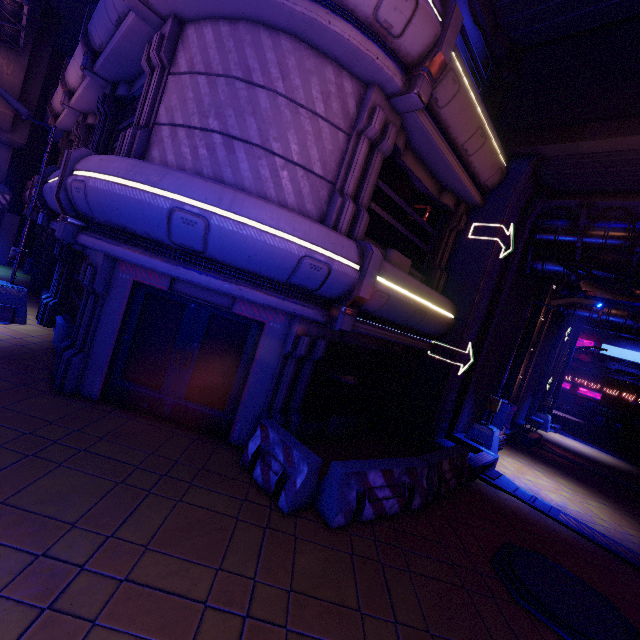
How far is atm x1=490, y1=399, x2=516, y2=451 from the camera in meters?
12.1

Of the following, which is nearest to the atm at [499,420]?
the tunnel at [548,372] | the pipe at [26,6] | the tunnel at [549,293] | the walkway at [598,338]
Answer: the tunnel at [549,293]

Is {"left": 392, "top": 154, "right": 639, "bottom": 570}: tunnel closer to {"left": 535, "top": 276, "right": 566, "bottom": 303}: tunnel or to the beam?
the beam

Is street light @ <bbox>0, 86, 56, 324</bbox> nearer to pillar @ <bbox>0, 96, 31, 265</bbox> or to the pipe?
the pipe

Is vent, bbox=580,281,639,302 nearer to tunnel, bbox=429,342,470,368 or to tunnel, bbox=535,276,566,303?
tunnel, bbox=535,276,566,303

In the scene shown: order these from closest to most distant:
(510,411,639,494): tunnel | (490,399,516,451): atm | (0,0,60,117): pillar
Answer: (490,399,516,451): atm < (510,411,639,494): tunnel < (0,0,60,117): pillar

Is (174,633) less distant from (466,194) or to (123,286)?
(123,286)

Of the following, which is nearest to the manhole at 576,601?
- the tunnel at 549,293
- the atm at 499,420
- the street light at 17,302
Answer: the atm at 499,420
